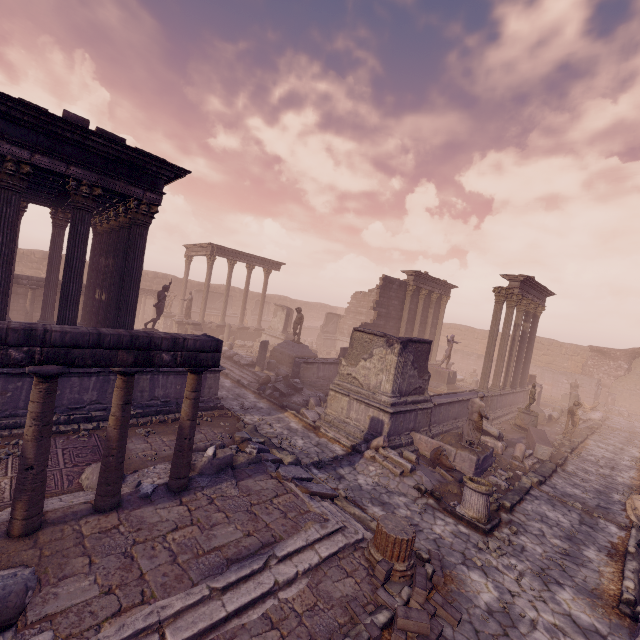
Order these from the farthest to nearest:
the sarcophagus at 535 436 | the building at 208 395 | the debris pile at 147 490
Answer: Answer:
1. the sarcophagus at 535 436
2. the building at 208 395
3. the debris pile at 147 490

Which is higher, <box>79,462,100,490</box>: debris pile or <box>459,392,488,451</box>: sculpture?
<box>459,392,488,451</box>: sculpture

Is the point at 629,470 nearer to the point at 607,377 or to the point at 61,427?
the point at 607,377

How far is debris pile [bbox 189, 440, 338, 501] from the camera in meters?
6.7

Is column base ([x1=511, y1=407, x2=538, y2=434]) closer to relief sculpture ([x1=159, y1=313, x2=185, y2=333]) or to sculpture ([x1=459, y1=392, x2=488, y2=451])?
relief sculpture ([x1=159, y1=313, x2=185, y2=333])

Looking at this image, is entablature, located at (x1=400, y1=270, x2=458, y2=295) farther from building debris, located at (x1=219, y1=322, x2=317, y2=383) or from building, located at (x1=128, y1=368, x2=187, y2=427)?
building, located at (x1=128, y1=368, x2=187, y2=427)

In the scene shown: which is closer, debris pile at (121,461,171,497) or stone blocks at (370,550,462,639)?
stone blocks at (370,550,462,639)

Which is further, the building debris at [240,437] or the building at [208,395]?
the building at [208,395]
